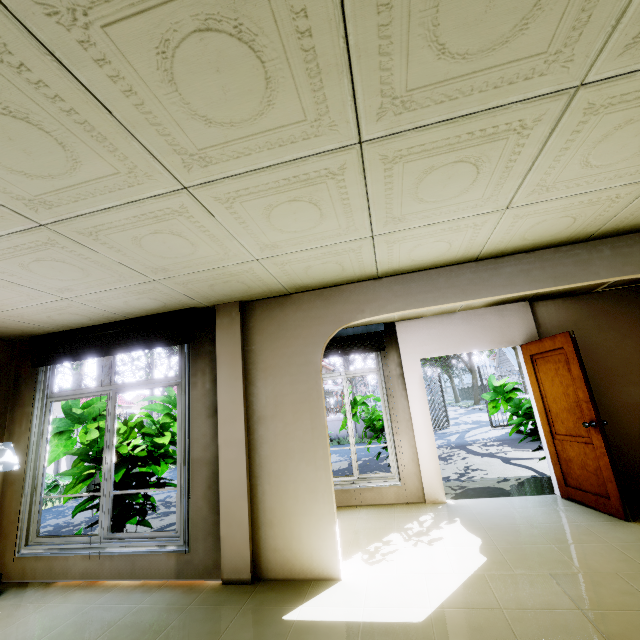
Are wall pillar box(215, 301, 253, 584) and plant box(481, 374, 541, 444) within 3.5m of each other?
no

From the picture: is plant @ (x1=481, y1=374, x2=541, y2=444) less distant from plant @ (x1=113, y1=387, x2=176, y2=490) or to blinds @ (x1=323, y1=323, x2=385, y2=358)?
plant @ (x1=113, y1=387, x2=176, y2=490)

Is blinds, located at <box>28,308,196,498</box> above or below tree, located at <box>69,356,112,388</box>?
below

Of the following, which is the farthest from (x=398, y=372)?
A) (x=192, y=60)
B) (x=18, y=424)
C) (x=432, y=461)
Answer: (x=18, y=424)

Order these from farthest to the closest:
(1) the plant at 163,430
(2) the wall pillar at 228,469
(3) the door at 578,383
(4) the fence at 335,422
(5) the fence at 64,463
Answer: (4) the fence at 335,422 < (5) the fence at 64,463 < (1) the plant at 163,430 < (3) the door at 578,383 < (2) the wall pillar at 228,469

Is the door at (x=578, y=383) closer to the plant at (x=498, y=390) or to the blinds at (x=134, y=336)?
the plant at (x=498, y=390)

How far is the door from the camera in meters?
3.6

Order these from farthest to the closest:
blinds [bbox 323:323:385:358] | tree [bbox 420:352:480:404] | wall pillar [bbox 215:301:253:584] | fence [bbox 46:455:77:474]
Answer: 1. tree [bbox 420:352:480:404]
2. fence [bbox 46:455:77:474]
3. blinds [bbox 323:323:385:358]
4. wall pillar [bbox 215:301:253:584]
